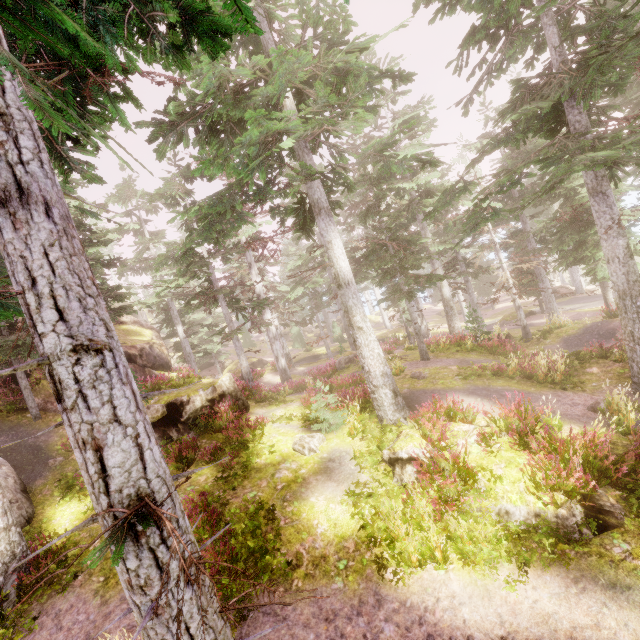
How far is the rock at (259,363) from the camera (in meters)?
34.49

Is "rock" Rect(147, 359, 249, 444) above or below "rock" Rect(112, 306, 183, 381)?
below

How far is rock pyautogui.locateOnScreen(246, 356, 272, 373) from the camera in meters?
34.5 m

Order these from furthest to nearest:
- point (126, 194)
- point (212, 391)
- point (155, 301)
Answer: point (155, 301) → point (126, 194) → point (212, 391)

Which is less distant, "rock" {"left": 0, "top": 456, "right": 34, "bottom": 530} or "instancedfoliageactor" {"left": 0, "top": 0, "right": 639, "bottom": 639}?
"instancedfoliageactor" {"left": 0, "top": 0, "right": 639, "bottom": 639}
